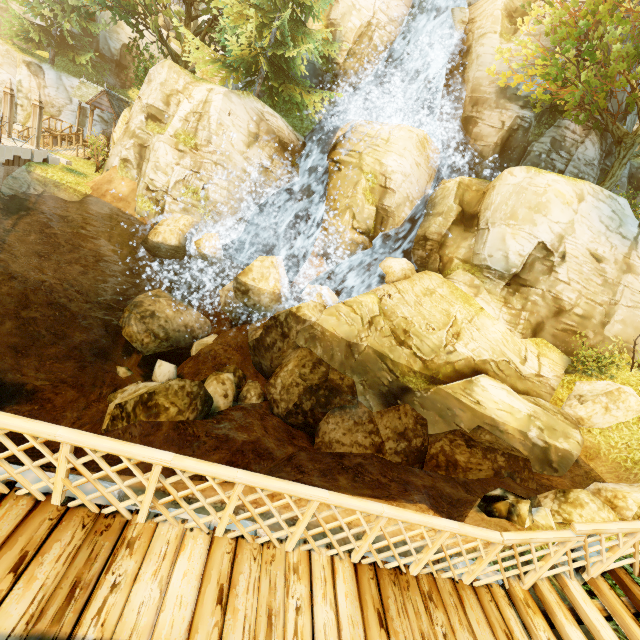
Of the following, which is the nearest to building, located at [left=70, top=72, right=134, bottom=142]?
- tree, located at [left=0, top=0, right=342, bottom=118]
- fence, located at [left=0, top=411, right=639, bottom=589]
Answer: tree, located at [left=0, top=0, right=342, bottom=118]

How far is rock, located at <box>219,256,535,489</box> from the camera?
10.62m

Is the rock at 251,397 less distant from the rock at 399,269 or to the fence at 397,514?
the rock at 399,269

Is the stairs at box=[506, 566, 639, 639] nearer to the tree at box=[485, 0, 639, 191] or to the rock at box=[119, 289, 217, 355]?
the rock at box=[119, 289, 217, 355]

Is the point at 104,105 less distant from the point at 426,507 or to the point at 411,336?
the point at 411,336

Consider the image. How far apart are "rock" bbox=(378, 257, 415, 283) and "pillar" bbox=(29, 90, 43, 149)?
19.1m

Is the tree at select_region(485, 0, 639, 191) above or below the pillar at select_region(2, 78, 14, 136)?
above

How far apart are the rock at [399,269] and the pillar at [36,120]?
19.1 meters
